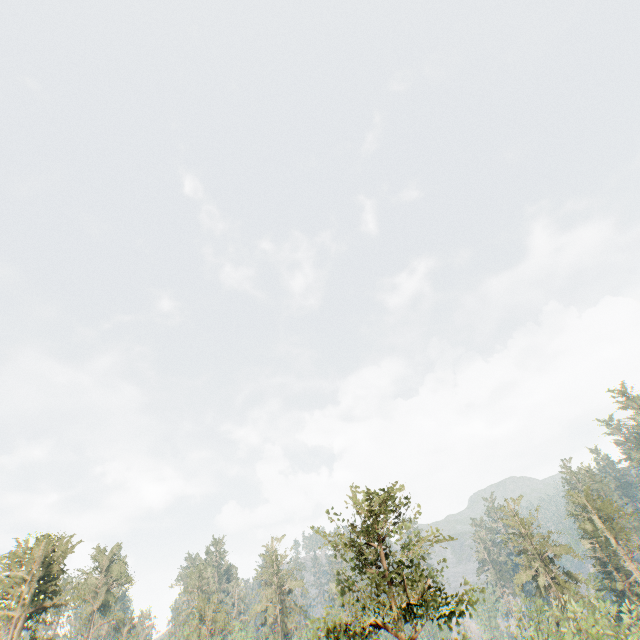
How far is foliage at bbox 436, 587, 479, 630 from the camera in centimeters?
1661cm

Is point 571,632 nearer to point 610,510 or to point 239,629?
point 610,510

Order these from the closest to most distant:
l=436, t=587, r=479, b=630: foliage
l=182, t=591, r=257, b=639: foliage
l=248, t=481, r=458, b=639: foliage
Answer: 1. l=248, t=481, r=458, b=639: foliage
2. l=436, t=587, r=479, b=630: foliage
3. l=182, t=591, r=257, b=639: foliage

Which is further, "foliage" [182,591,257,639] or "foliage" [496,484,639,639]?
"foliage" [182,591,257,639]

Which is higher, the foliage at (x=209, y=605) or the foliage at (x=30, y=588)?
the foliage at (x=30, y=588)

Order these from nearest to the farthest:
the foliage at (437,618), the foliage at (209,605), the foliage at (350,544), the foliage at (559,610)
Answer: the foliage at (350,544) → the foliage at (437,618) → the foliage at (559,610) → the foliage at (209,605)
